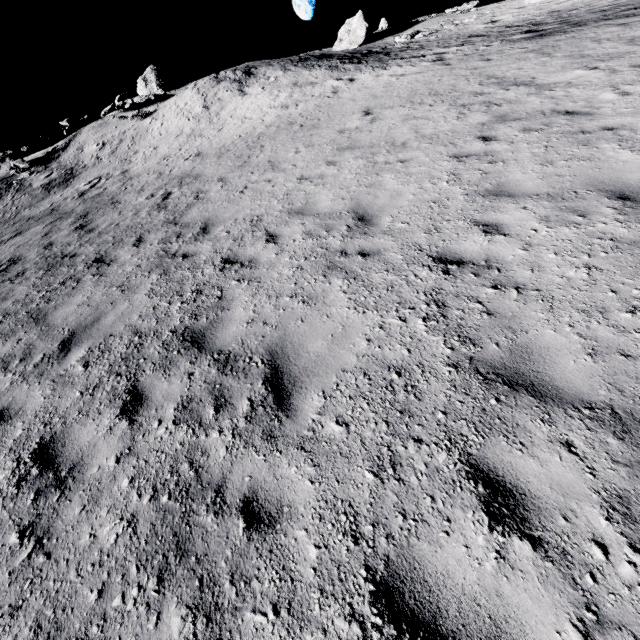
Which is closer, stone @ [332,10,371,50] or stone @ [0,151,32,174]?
stone @ [0,151,32,174]

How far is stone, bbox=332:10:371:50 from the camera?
28.20m

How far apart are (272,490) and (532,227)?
5.12m

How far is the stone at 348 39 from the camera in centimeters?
2820cm

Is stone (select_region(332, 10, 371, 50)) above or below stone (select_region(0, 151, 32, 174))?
above

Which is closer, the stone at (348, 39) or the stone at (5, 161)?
the stone at (5, 161)
